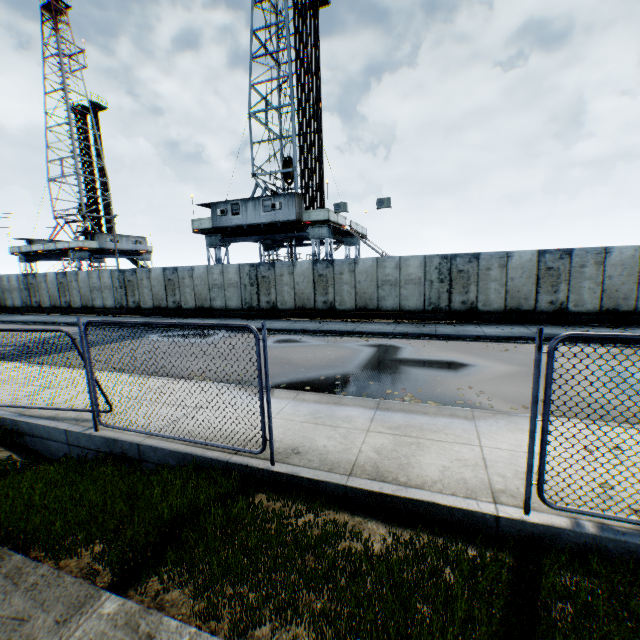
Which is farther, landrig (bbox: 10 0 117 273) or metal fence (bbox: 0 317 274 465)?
landrig (bbox: 10 0 117 273)

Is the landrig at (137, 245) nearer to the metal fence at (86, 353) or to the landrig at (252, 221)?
the landrig at (252, 221)

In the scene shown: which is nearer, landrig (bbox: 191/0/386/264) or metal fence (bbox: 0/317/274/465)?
metal fence (bbox: 0/317/274/465)

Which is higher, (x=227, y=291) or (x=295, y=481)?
(x=227, y=291)

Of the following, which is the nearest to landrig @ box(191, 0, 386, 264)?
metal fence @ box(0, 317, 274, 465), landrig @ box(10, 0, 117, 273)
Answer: metal fence @ box(0, 317, 274, 465)

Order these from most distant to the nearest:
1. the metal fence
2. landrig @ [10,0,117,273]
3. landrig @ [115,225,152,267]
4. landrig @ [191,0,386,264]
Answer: landrig @ [115,225,152,267] → landrig @ [10,0,117,273] → landrig @ [191,0,386,264] → the metal fence

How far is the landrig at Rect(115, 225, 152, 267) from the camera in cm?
4062

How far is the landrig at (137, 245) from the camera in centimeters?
4062cm
